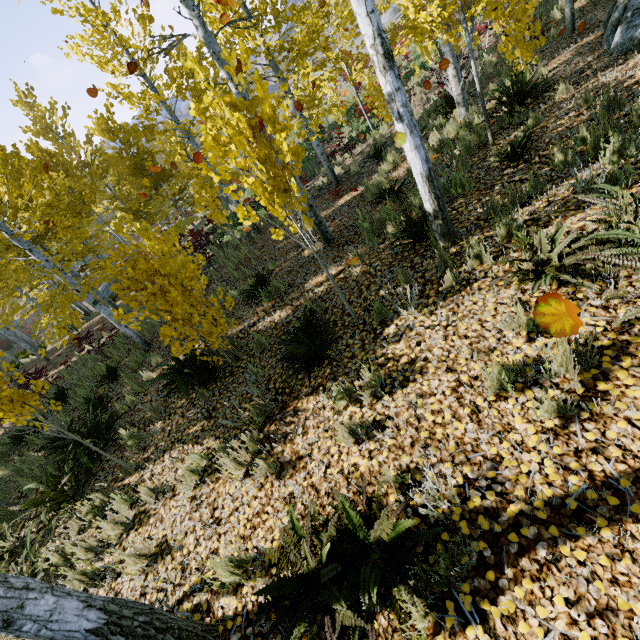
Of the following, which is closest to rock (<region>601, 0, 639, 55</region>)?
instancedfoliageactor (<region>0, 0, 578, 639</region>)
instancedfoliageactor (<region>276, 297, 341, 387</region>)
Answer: instancedfoliageactor (<region>0, 0, 578, 639</region>)

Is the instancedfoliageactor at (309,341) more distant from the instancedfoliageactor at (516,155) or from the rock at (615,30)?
the rock at (615,30)

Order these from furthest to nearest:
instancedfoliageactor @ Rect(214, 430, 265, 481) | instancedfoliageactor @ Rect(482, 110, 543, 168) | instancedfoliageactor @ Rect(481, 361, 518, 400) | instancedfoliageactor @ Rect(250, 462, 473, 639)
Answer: instancedfoliageactor @ Rect(482, 110, 543, 168)
instancedfoliageactor @ Rect(214, 430, 265, 481)
instancedfoliageactor @ Rect(481, 361, 518, 400)
instancedfoliageactor @ Rect(250, 462, 473, 639)

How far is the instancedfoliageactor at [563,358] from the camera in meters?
2.3

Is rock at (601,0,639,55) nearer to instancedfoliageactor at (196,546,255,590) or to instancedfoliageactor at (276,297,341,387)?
instancedfoliageactor at (196,546,255,590)

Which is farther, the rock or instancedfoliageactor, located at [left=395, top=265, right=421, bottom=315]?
the rock

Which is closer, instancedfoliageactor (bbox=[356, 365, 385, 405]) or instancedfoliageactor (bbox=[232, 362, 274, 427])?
instancedfoliageactor (bbox=[356, 365, 385, 405])

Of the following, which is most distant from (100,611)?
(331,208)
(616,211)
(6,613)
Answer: (331,208)
